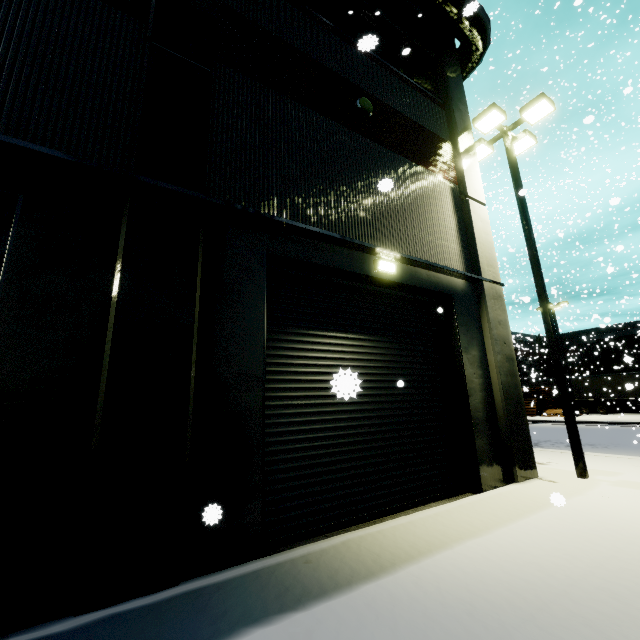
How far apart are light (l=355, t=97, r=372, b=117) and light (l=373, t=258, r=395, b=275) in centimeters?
374cm

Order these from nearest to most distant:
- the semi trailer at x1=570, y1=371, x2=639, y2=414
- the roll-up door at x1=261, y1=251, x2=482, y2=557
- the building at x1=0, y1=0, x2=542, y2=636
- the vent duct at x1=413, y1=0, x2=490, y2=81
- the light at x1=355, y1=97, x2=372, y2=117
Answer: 1. the building at x1=0, y1=0, x2=542, y2=636
2. the roll-up door at x1=261, y1=251, x2=482, y2=557
3. the light at x1=355, y1=97, x2=372, y2=117
4. the vent duct at x1=413, y1=0, x2=490, y2=81
5. the semi trailer at x1=570, y1=371, x2=639, y2=414

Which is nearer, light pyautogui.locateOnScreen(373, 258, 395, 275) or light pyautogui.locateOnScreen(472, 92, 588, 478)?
light pyautogui.locateOnScreen(373, 258, 395, 275)

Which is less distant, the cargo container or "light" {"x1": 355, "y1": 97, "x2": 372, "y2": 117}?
"light" {"x1": 355, "y1": 97, "x2": 372, "y2": 117}

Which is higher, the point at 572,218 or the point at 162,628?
the point at 572,218

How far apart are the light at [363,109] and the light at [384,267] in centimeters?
374cm

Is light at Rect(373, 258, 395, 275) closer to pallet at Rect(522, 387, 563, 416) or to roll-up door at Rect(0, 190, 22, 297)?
roll-up door at Rect(0, 190, 22, 297)

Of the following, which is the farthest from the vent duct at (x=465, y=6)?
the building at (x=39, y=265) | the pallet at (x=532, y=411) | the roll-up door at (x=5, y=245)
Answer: the pallet at (x=532, y=411)
